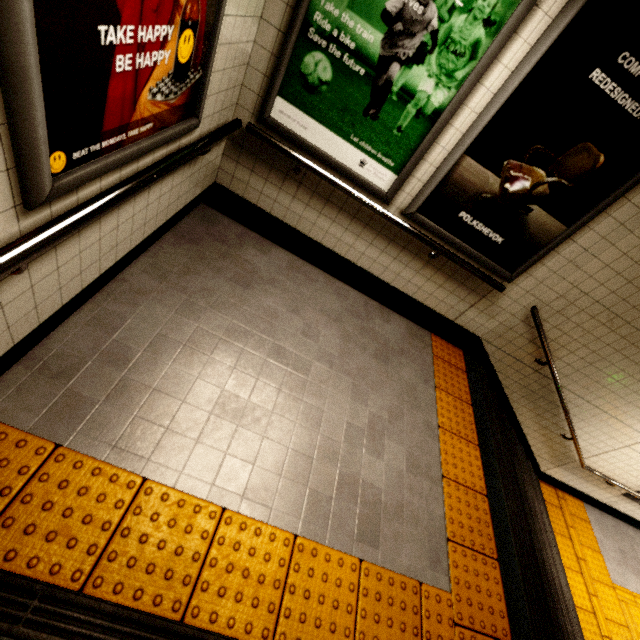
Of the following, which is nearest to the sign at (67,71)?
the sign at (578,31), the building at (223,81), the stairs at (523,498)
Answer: the building at (223,81)

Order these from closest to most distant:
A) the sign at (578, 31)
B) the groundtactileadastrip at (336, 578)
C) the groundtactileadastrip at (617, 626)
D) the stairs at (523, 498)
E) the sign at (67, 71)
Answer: the sign at (67, 71), the groundtactileadastrip at (336, 578), the sign at (578, 31), the stairs at (523, 498), the groundtactileadastrip at (617, 626)

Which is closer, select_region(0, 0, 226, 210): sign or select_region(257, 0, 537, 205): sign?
select_region(0, 0, 226, 210): sign

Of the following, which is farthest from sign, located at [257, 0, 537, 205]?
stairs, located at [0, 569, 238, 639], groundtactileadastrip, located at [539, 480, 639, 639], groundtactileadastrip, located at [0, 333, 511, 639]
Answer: groundtactileadastrip, located at [539, 480, 639, 639]

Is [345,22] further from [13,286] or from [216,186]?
[13,286]

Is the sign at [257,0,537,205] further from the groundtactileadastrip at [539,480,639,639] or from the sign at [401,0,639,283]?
the groundtactileadastrip at [539,480,639,639]

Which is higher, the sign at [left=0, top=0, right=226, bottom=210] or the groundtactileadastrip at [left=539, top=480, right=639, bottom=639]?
the sign at [left=0, top=0, right=226, bottom=210]

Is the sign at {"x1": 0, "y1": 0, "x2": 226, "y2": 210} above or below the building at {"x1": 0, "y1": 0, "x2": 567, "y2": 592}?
above
